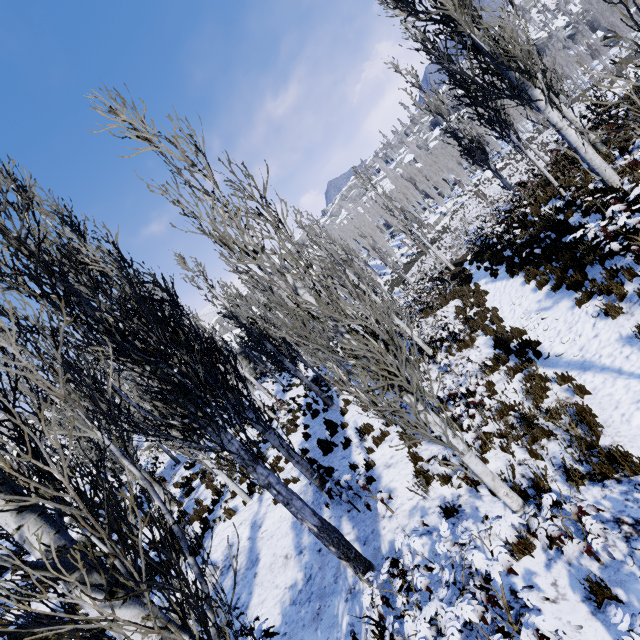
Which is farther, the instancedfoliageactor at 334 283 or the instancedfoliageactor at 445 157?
the instancedfoliageactor at 445 157

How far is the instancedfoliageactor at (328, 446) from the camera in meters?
10.5

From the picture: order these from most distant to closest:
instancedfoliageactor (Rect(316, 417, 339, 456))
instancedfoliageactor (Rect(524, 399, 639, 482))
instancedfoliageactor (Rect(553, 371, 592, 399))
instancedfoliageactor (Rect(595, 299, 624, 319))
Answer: instancedfoliageactor (Rect(316, 417, 339, 456)) → instancedfoliageactor (Rect(595, 299, 624, 319)) → instancedfoliageactor (Rect(553, 371, 592, 399)) → instancedfoliageactor (Rect(524, 399, 639, 482))

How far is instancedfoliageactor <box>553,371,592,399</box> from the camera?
6.4m

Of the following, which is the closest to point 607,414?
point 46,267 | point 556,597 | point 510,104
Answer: point 556,597

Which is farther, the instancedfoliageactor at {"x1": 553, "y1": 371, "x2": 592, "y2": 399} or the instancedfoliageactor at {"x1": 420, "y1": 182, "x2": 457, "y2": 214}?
the instancedfoliageactor at {"x1": 420, "y1": 182, "x2": 457, "y2": 214}
